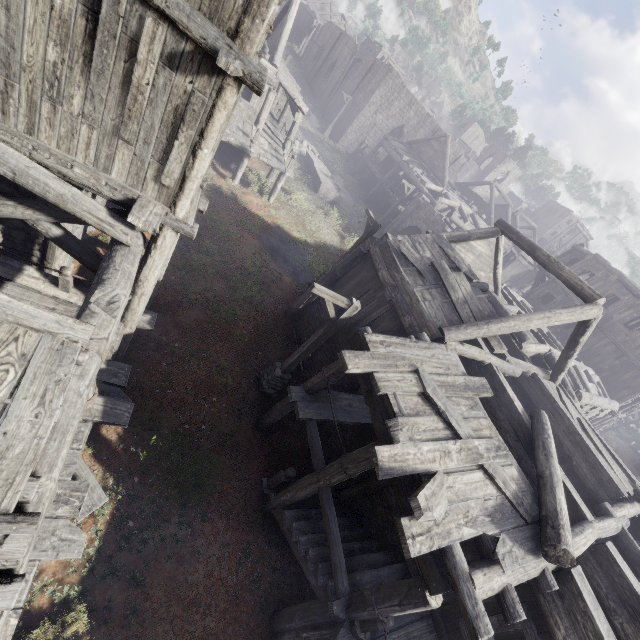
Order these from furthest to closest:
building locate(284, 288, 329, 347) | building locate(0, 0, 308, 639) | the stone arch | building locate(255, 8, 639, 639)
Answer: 1. the stone arch
2. building locate(284, 288, 329, 347)
3. building locate(255, 8, 639, 639)
4. building locate(0, 0, 308, 639)

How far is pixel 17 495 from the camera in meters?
3.0

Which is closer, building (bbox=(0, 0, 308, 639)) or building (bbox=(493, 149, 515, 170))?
building (bbox=(0, 0, 308, 639))

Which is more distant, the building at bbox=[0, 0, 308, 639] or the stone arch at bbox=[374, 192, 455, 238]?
the stone arch at bbox=[374, 192, 455, 238]

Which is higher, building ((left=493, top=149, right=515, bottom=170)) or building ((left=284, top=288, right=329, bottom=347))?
building ((left=493, top=149, right=515, bottom=170))

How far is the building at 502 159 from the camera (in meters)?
58.75

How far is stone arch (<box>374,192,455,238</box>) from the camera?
23.4m

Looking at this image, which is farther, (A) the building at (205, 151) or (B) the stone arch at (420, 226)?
(B) the stone arch at (420, 226)
